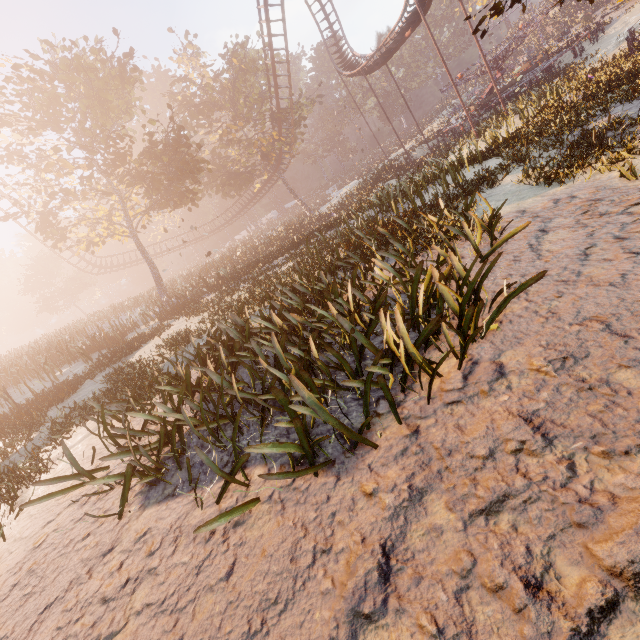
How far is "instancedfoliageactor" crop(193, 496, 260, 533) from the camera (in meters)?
2.06

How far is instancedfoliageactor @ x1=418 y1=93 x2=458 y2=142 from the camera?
35.00m

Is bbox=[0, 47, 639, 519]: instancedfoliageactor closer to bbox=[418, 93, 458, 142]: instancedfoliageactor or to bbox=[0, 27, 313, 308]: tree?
bbox=[0, 27, 313, 308]: tree

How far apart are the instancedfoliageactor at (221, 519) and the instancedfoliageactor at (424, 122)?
56.5m

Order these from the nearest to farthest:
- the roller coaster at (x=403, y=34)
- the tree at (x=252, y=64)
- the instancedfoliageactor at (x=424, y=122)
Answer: the tree at (x=252, y=64), the roller coaster at (x=403, y=34), the instancedfoliageactor at (x=424, y=122)

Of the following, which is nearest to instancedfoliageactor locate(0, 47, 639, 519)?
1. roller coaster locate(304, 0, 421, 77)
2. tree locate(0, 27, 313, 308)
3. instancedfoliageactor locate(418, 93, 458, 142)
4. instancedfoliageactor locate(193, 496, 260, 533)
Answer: roller coaster locate(304, 0, 421, 77)

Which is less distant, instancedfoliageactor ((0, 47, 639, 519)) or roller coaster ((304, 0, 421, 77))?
instancedfoliageactor ((0, 47, 639, 519))

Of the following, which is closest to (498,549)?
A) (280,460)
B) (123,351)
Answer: (280,460)
